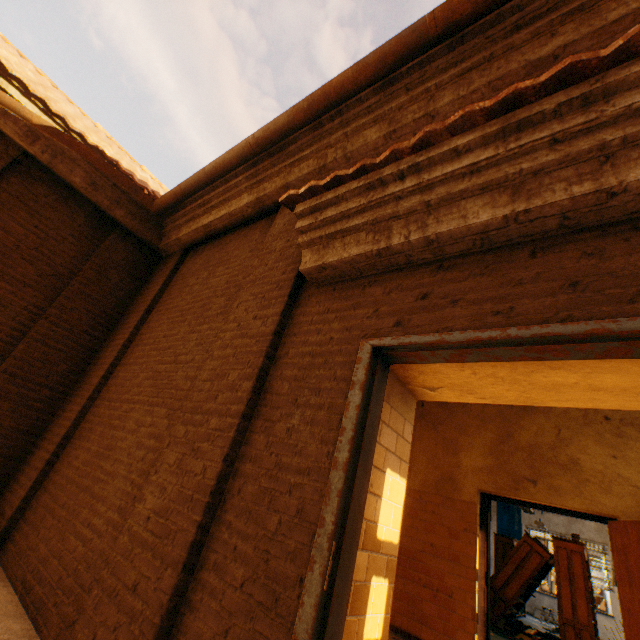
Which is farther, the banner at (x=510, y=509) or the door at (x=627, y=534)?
the banner at (x=510, y=509)

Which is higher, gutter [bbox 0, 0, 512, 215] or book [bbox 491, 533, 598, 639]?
gutter [bbox 0, 0, 512, 215]

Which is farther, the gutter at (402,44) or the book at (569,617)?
the book at (569,617)

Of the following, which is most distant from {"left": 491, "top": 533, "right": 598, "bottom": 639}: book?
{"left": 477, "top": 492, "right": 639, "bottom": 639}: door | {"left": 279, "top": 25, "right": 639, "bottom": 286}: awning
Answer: {"left": 279, "top": 25, "right": 639, "bottom": 286}: awning

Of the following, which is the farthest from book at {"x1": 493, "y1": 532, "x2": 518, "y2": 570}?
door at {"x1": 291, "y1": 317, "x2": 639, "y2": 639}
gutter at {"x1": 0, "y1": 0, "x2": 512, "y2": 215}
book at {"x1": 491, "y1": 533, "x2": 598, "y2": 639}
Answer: gutter at {"x1": 0, "y1": 0, "x2": 512, "y2": 215}

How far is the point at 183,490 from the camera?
2.1 meters

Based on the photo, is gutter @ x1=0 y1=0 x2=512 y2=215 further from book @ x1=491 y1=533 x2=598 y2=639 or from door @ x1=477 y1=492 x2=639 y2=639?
book @ x1=491 y1=533 x2=598 y2=639

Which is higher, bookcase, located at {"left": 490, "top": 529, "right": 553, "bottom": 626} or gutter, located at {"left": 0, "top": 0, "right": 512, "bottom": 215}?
gutter, located at {"left": 0, "top": 0, "right": 512, "bottom": 215}
